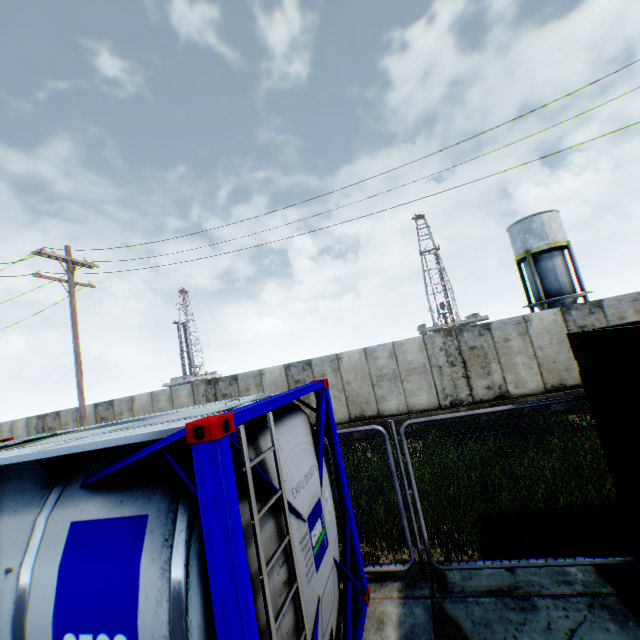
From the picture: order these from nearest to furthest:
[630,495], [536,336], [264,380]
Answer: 1. [630,495]
2. [536,336]
3. [264,380]

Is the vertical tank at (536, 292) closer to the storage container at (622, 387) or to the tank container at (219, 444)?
the storage container at (622, 387)

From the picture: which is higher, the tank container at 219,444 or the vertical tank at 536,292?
the vertical tank at 536,292

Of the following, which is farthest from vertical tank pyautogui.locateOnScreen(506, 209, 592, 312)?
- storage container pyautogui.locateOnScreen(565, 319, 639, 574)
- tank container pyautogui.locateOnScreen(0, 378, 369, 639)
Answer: tank container pyautogui.locateOnScreen(0, 378, 369, 639)

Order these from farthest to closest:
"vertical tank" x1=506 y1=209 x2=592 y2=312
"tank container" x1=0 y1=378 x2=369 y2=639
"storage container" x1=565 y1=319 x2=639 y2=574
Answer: "vertical tank" x1=506 y1=209 x2=592 y2=312 < "storage container" x1=565 y1=319 x2=639 y2=574 < "tank container" x1=0 y1=378 x2=369 y2=639

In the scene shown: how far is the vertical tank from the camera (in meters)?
27.23
